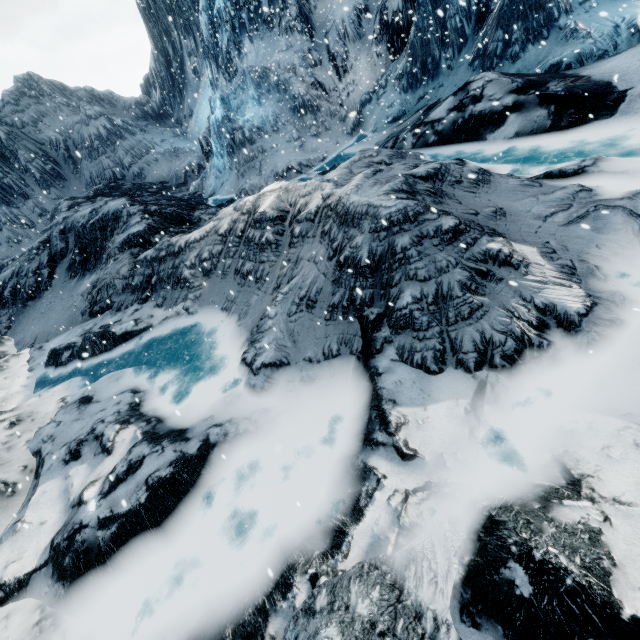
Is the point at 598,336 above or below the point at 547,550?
below
